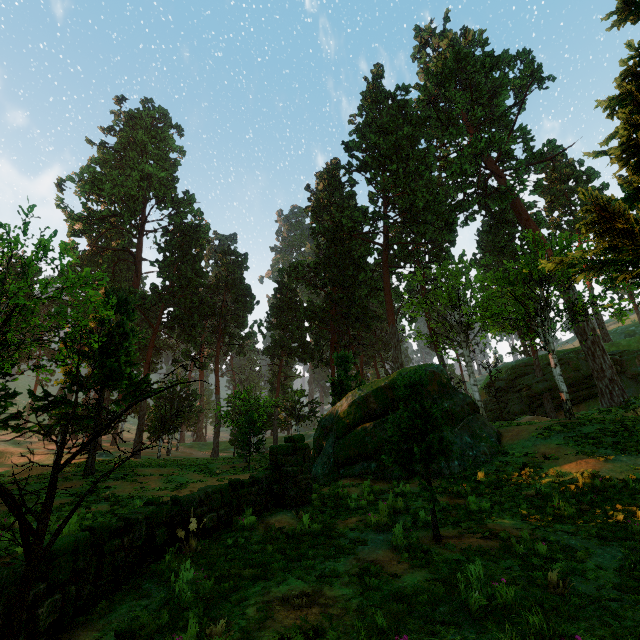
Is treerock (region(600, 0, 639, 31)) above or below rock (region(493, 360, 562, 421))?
above

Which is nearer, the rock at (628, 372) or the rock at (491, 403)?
the rock at (628, 372)

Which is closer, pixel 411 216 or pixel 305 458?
pixel 305 458

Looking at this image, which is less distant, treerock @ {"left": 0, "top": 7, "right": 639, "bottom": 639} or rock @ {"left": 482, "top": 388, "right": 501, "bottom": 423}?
treerock @ {"left": 0, "top": 7, "right": 639, "bottom": 639}

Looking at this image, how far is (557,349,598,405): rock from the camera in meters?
34.4

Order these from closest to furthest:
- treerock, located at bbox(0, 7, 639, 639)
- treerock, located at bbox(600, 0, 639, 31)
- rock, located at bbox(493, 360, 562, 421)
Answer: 1. treerock, located at bbox(0, 7, 639, 639)
2. treerock, located at bbox(600, 0, 639, 31)
3. rock, located at bbox(493, 360, 562, 421)

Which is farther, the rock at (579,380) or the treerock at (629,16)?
the rock at (579,380)
